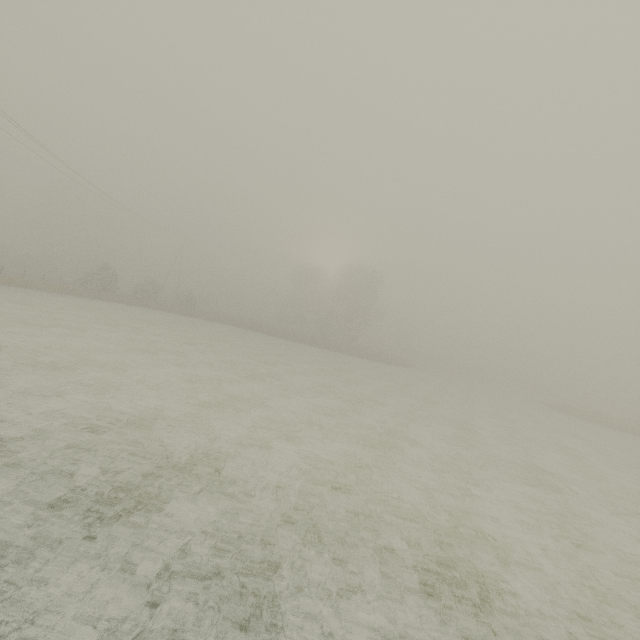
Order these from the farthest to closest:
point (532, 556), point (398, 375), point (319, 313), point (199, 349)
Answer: point (319, 313), point (398, 375), point (199, 349), point (532, 556)

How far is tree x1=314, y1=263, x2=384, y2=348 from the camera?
51.7 meters

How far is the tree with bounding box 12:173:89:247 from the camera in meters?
56.6

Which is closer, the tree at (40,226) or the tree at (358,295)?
the tree at (358,295)

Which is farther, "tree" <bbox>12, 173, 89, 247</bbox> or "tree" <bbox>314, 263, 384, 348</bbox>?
"tree" <bbox>12, 173, 89, 247</bbox>

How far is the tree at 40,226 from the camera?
56.6 meters
